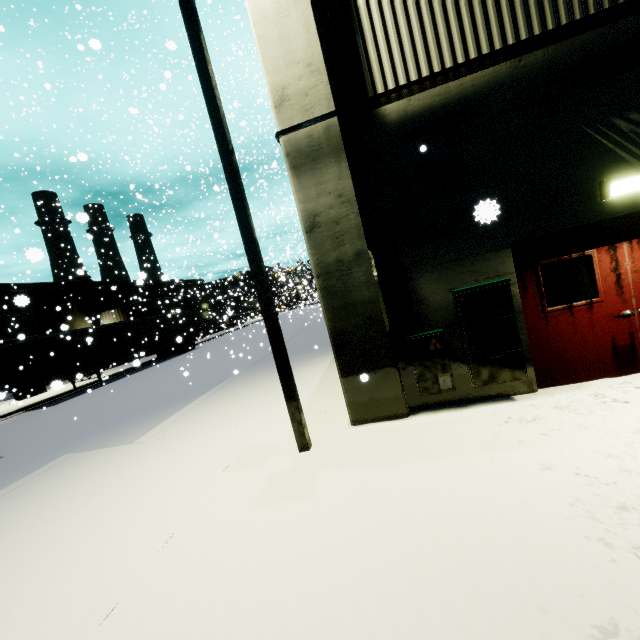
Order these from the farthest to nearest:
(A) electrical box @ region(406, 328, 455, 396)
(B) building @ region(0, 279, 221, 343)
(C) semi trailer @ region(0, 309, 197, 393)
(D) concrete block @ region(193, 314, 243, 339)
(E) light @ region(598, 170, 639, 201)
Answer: (D) concrete block @ region(193, 314, 243, 339)
(B) building @ region(0, 279, 221, 343)
(C) semi trailer @ region(0, 309, 197, 393)
(A) electrical box @ region(406, 328, 455, 396)
(E) light @ region(598, 170, 639, 201)

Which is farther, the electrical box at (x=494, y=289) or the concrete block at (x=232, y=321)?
the concrete block at (x=232, y=321)

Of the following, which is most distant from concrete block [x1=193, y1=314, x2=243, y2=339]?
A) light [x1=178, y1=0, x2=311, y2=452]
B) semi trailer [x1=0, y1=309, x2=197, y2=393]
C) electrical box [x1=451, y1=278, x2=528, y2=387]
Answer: electrical box [x1=451, y1=278, x2=528, y2=387]

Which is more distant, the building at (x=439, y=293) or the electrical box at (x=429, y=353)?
the electrical box at (x=429, y=353)

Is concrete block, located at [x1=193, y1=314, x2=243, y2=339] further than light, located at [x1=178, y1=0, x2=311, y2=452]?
Yes

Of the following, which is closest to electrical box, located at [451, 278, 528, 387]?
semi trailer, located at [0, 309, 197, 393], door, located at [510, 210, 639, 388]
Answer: door, located at [510, 210, 639, 388]

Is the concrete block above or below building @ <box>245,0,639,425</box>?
below

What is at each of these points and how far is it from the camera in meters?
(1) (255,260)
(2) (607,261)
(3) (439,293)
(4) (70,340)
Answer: (1) light, 4.7
(2) door, 4.7
(3) building, 5.1
(4) semi trailer, 20.0
